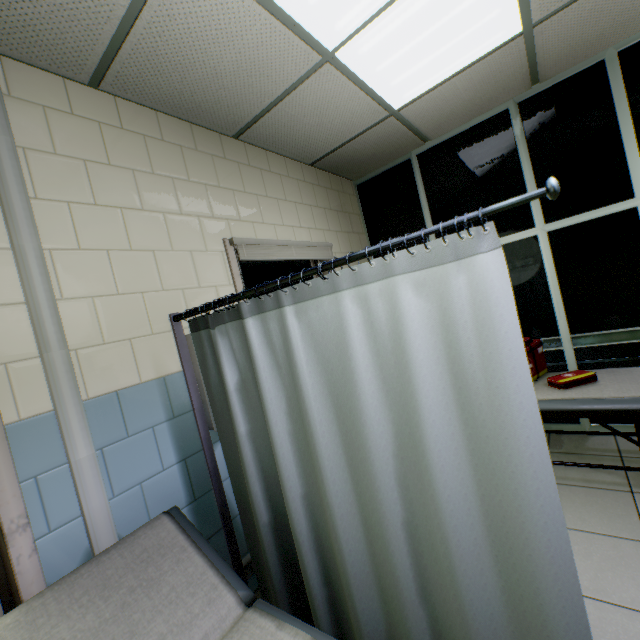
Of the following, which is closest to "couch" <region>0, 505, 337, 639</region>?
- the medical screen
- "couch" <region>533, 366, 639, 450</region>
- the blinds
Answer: the medical screen

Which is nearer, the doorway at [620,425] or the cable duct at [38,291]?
the cable duct at [38,291]

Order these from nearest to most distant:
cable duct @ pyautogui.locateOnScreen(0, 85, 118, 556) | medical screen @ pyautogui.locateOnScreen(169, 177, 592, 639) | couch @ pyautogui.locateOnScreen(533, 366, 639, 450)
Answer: medical screen @ pyautogui.locateOnScreen(169, 177, 592, 639)
cable duct @ pyautogui.locateOnScreen(0, 85, 118, 556)
couch @ pyautogui.locateOnScreen(533, 366, 639, 450)

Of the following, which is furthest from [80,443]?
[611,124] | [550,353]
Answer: [611,124]

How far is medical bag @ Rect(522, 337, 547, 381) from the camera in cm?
272

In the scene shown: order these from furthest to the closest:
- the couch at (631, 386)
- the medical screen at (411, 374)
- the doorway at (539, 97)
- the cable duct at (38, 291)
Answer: the doorway at (539, 97) < the couch at (631, 386) < the cable duct at (38, 291) < the medical screen at (411, 374)

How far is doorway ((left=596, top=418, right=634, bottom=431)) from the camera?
2.92m

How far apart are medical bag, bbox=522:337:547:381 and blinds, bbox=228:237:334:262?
1.6 meters
